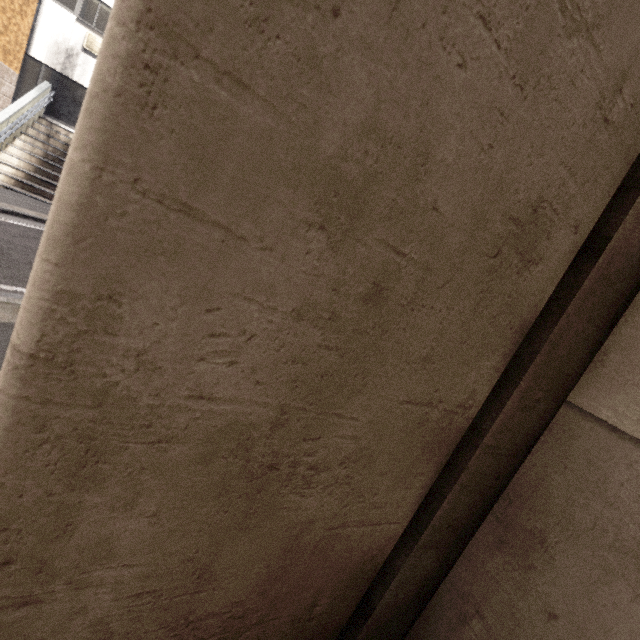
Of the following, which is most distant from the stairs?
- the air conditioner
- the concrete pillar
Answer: the concrete pillar

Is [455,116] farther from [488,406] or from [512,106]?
[488,406]

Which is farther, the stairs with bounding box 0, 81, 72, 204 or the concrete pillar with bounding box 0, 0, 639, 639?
the stairs with bounding box 0, 81, 72, 204

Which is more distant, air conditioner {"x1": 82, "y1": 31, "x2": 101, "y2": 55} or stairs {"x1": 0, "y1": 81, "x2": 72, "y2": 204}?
air conditioner {"x1": 82, "y1": 31, "x2": 101, "y2": 55}

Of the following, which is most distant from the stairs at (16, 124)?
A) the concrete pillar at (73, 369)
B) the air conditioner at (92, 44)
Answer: the concrete pillar at (73, 369)

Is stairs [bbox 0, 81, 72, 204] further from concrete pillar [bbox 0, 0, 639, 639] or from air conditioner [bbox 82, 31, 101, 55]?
concrete pillar [bbox 0, 0, 639, 639]
